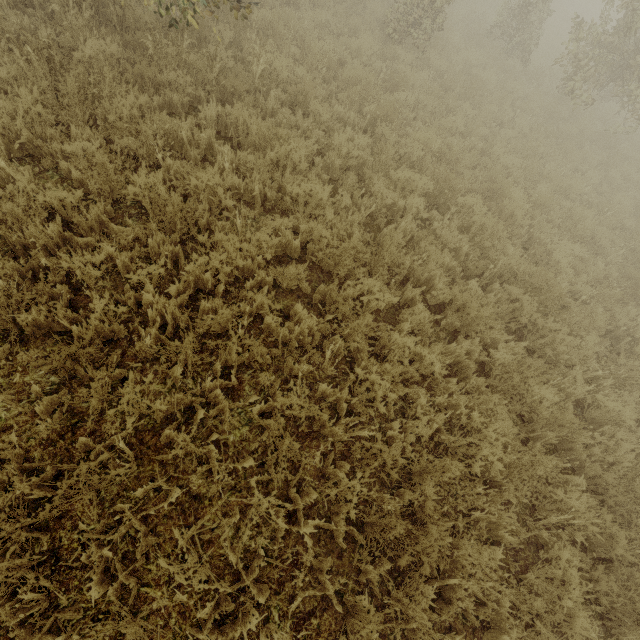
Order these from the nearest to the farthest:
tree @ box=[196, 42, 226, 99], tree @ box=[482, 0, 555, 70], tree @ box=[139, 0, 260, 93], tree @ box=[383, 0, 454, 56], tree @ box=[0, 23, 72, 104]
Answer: tree @ box=[0, 23, 72, 104] → tree @ box=[139, 0, 260, 93] → tree @ box=[196, 42, 226, 99] → tree @ box=[383, 0, 454, 56] → tree @ box=[482, 0, 555, 70]

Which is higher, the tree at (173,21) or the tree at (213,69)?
the tree at (213,69)

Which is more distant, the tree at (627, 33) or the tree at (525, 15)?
the tree at (525, 15)

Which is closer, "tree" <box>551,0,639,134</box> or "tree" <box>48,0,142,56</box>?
"tree" <box>48,0,142,56</box>

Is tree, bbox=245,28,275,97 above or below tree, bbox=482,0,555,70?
below

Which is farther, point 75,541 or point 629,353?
point 629,353
